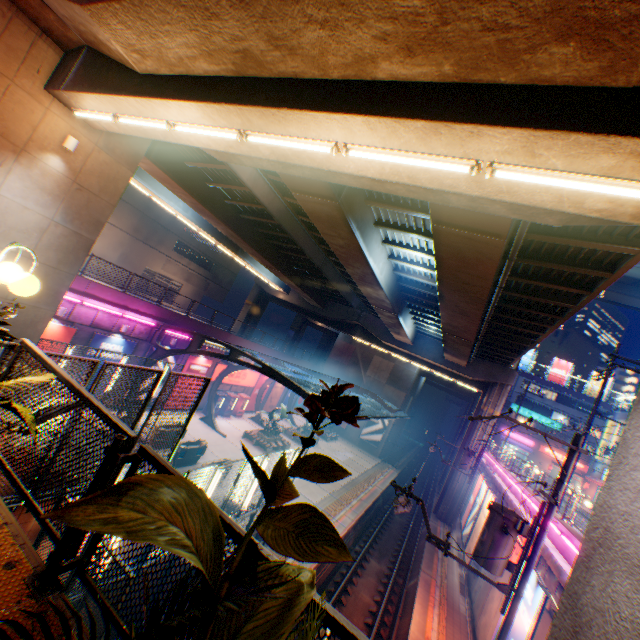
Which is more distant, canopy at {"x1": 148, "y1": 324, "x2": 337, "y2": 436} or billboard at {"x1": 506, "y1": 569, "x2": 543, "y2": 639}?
canopy at {"x1": 148, "y1": 324, "x2": 337, "y2": 436}

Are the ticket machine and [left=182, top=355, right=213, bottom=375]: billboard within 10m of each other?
yes

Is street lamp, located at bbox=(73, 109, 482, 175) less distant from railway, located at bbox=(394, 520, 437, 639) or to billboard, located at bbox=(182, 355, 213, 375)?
railway, located at bbox=(394, 520, 437, 639)

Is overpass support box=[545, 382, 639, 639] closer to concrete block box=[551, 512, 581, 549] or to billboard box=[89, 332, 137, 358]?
concrete block box=[551, 512, 581, 549]

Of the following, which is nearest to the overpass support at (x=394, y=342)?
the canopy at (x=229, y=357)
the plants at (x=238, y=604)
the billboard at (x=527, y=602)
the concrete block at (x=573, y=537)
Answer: the concrete block at (x=573, y=537)

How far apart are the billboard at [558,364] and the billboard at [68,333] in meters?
67.7

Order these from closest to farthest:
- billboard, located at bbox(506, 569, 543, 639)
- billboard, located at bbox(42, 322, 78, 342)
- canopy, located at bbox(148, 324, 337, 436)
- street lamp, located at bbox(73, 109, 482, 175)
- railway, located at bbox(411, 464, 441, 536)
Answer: street lamp, located at bbox(73, 109, 482, 175)
billboard, located at bbox(506, 569, 543, 639)
billboard, located at bbox(42, 322, 78, 342)
canopy, located at bbox(148, 324, 337, 436)
railway, located at bbox(411, 464, 441, 536)

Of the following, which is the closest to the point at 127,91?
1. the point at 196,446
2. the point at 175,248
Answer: the point at 196,446
